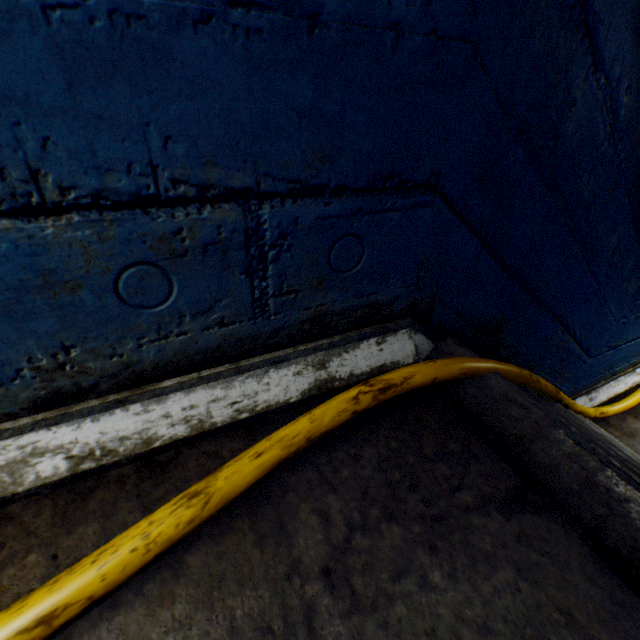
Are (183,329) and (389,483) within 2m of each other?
yes

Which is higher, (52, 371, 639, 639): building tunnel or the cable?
the cable

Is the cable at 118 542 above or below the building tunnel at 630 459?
above
